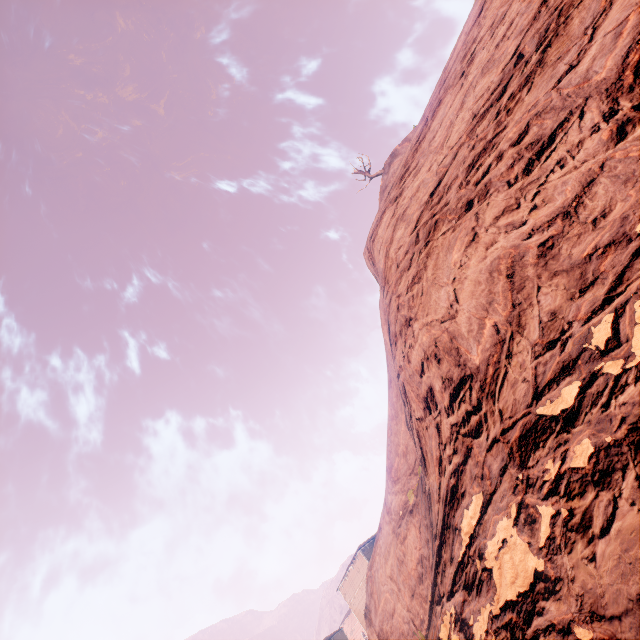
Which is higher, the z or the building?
the building

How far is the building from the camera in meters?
38.3

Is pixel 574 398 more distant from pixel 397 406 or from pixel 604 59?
pixel 397 406

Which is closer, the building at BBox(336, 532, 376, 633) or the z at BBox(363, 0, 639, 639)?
the z at BBox(363, 0, 639, 639)

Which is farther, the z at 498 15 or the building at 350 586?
the building at 350 586

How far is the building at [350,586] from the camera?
38.3m
